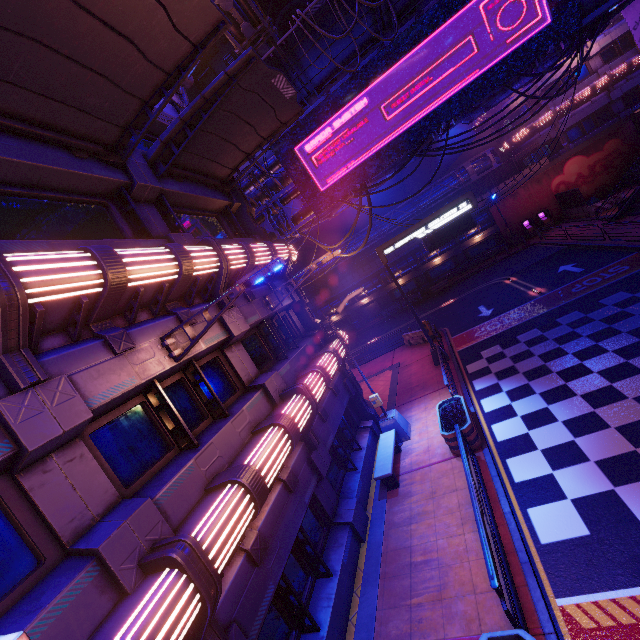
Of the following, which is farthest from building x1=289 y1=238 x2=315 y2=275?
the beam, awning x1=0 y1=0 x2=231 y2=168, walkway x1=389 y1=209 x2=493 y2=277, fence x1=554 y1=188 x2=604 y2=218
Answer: awning x1=0 y1=0 x2=231 y2=168

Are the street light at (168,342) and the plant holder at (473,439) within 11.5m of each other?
yes

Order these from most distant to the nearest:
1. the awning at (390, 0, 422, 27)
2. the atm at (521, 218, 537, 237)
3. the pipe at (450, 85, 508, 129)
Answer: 1. the atm at (521, 218, 537, 237)
2. the pipe at (450, 85, 508, 129)
3. the awning at (390, 0, 422, 27)

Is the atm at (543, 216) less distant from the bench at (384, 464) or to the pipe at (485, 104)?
the pipe at (485, 104)

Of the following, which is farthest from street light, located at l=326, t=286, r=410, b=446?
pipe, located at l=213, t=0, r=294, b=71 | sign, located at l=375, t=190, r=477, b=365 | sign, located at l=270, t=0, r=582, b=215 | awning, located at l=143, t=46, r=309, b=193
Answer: pipe, located at l=213, t=0, r=294, b=71

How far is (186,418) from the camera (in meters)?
7.16

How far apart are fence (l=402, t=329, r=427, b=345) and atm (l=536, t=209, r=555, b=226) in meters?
22.5

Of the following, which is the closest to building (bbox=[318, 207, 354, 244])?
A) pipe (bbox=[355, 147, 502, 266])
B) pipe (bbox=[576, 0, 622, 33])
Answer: pipe (bbox=[355, 147, 502, 266])
